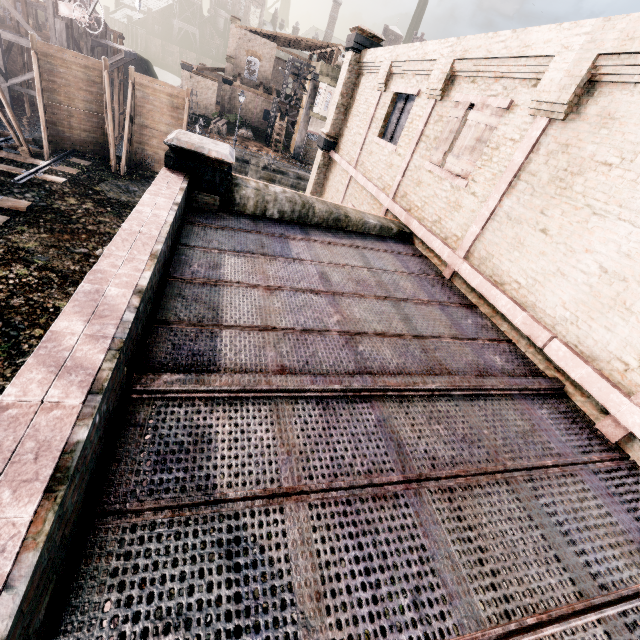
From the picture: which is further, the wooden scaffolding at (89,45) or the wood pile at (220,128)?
the wood pile at (220,128)

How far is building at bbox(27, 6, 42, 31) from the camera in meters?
55.9 m

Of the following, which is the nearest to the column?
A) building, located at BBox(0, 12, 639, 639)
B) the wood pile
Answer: the wood pile

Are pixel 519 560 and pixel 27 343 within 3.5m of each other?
no

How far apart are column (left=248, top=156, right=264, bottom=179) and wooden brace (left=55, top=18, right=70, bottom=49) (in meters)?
14.48

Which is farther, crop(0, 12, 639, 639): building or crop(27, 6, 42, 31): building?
crop(27, 6, 42, 31): building

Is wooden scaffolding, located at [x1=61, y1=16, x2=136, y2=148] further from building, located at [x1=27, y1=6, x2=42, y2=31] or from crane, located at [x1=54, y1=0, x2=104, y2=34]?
building, located at [x1=27, y1=6, x2=42, y2=31]

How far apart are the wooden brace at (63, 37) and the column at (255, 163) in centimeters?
1448cm
